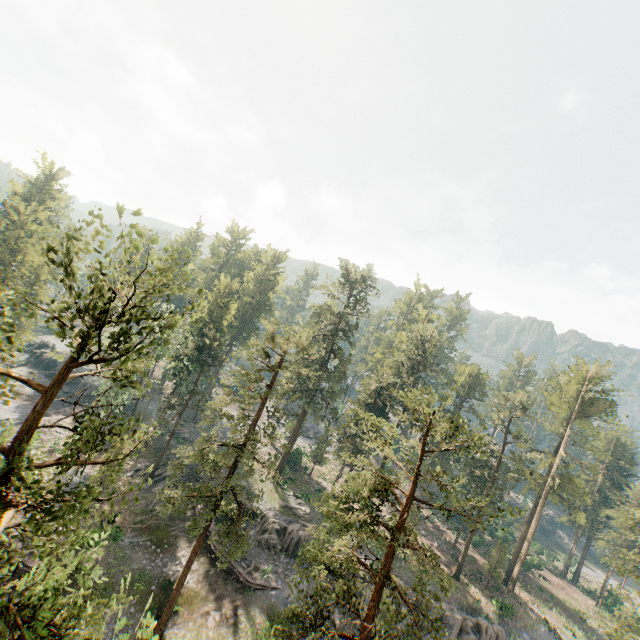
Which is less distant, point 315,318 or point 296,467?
point 315,318

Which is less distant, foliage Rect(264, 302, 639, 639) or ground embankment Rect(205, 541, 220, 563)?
foliage Rect(264, 302, 639, 639)

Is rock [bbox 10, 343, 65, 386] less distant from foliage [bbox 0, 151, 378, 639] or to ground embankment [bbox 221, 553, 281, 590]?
foliage [bbox 0, 151, 378, 639]

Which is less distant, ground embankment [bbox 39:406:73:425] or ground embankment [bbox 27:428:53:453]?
ground embankment [bbox 27:428:53:453]

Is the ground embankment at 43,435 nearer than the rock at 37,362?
Yes

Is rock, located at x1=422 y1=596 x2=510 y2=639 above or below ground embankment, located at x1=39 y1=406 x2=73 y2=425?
above

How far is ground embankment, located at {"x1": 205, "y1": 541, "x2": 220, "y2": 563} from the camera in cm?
3000

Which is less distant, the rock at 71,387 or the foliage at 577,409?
the foliage at 577,409
